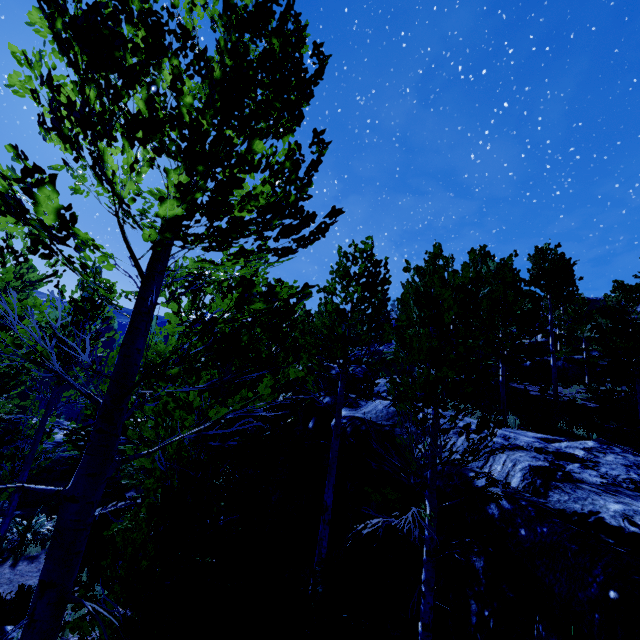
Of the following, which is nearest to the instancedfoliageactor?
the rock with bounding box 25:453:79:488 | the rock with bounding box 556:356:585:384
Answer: the rock with bounding box 25:453:79:488

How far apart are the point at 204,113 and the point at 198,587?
4.4m

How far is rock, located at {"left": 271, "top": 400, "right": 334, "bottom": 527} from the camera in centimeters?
1040cm

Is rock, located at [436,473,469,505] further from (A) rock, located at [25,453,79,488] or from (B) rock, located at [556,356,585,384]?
(B) rock, located at [556,356,585,384]

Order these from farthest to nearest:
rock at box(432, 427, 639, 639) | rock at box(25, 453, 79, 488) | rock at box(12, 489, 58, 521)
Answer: rock at box(25, 453, 79, 488) → rock at box(12, 489, 58, 521) → rock at box(432, 427, 639, 639)

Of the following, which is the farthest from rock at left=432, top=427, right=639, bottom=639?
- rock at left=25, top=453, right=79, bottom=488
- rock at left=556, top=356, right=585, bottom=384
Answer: rock at left=556, top=356, right=585, bottom=384

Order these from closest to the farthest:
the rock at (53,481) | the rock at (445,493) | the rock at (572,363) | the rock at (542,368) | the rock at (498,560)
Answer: the rock at (498,560) → the rock at (445,493) → the rock at (53,481) → the rock at (572,363) → the rock at (542,368)

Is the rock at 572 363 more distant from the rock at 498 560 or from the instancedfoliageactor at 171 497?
the rock at 498 560
